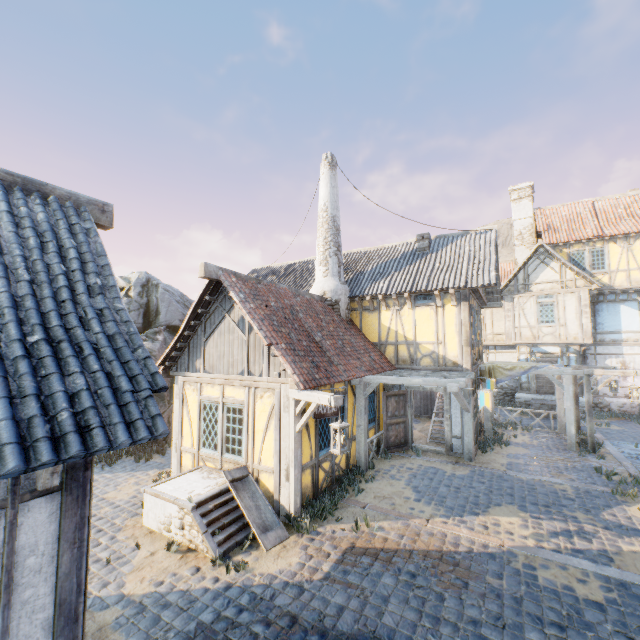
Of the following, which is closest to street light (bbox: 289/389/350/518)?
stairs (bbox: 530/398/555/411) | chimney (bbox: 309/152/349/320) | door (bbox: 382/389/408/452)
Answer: door (bbox: 382/389/408/452)

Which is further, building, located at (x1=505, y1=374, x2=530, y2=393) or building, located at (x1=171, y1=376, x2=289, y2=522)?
building, located at (x1=505, y1=374, x2=530, y2=393)

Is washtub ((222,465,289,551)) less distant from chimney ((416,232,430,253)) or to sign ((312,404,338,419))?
sign ((312,404,338,419))

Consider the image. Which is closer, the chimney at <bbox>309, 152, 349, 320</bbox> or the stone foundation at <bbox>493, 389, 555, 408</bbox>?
the chimney at <bbox>309, 152, 349, 320</bbox>

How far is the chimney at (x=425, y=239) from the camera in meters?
14.0 m

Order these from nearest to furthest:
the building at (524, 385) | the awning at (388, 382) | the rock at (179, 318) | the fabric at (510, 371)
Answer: the awning at (388, 382) < the fabric at (510, 371) < the rock at (179, 318) < the building at (524, 385)

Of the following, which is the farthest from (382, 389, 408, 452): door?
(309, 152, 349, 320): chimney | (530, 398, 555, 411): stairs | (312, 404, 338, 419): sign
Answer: (530, 398, 555, 411): stairs

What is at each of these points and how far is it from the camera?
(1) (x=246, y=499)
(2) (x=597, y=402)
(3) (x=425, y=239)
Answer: (1) washtub, 7.0m
(2) stone foundation, 18.0m
(3) chimney, 14.0m
